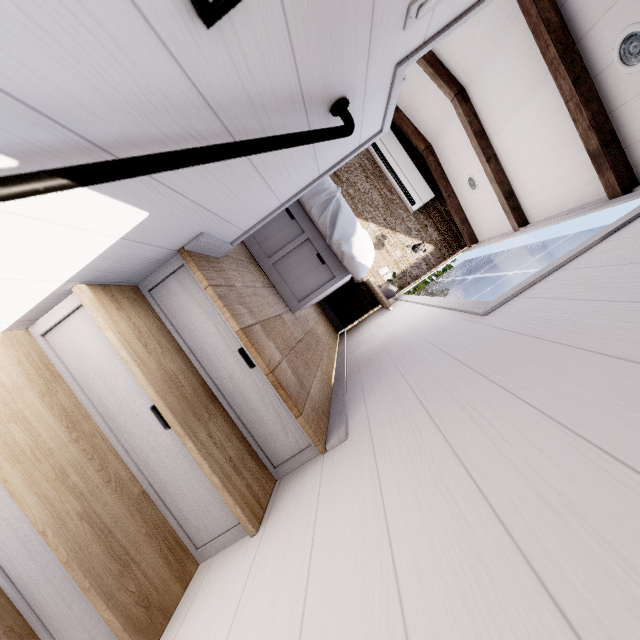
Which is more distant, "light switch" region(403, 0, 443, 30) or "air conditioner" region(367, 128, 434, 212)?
"air conditioner" region(367, 128, 434, 212)

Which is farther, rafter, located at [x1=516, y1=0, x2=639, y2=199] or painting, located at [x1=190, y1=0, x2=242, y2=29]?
rafter, located at [x1=516, y1=0, x2=639, y2=199]

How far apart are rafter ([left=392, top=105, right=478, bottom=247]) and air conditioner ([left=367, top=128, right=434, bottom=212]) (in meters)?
0.14

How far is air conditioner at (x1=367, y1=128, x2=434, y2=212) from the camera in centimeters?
420cm

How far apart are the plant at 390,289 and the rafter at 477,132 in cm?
129

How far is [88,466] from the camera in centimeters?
99cm

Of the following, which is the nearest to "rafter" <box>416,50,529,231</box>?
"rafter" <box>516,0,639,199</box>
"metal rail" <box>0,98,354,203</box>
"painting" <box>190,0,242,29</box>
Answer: "rafter" <box>516,0,639,199</box>

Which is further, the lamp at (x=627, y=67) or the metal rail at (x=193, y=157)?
the lamp at (x=627, y=67)
